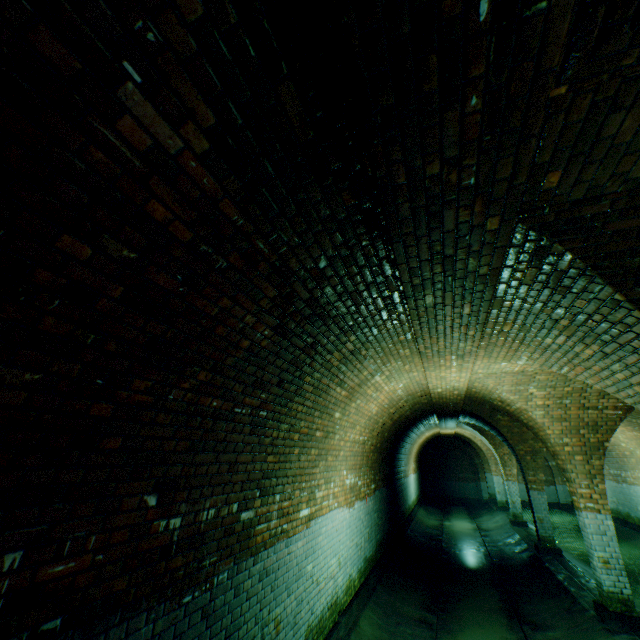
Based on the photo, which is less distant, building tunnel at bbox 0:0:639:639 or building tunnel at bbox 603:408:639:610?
→ building tunnel at bbox 0:0:639:639

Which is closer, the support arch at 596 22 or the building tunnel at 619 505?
the support arch at 596 22

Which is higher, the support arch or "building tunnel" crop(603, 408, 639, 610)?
the support arch

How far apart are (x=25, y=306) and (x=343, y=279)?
2.09m

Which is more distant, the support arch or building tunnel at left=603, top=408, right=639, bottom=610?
building tunnel at left=603, top=408, right=639, bottom=610

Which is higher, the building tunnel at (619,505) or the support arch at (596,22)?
the support arch at (596,22)
